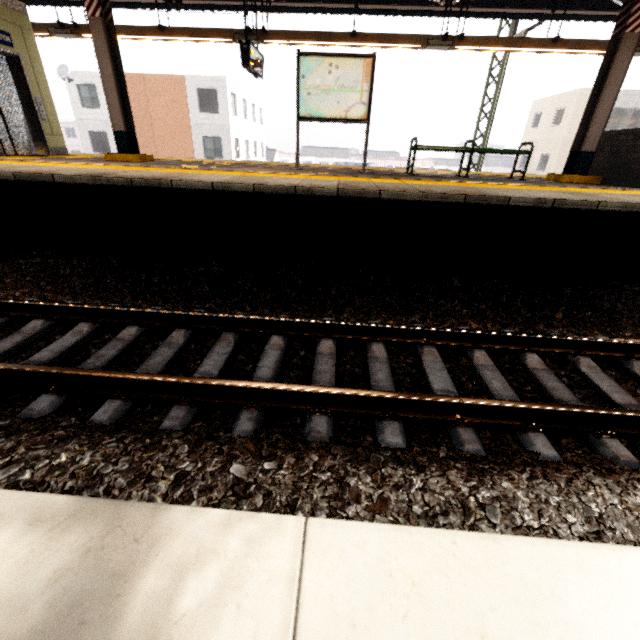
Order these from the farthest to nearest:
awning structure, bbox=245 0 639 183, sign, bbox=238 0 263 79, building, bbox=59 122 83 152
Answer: building, bbox=59 122 83 152
sign, bbox=238 0 263 79
awning structure, bbox=245 0 639 183

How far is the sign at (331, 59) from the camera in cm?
615

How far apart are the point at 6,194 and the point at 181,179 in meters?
2.5

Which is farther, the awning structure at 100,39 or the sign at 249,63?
the sign at 249,63

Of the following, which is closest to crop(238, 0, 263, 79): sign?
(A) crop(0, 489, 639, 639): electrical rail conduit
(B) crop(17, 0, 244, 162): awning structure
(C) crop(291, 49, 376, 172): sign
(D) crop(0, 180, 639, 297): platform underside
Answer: (B) crop(17, 0, 244, 162): awning structure

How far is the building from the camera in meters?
46.8 m

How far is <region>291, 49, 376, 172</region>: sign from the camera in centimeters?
615cm

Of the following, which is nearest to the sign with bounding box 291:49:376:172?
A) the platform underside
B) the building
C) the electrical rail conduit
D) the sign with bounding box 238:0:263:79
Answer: the sign with bounding box 238:0:263:79
